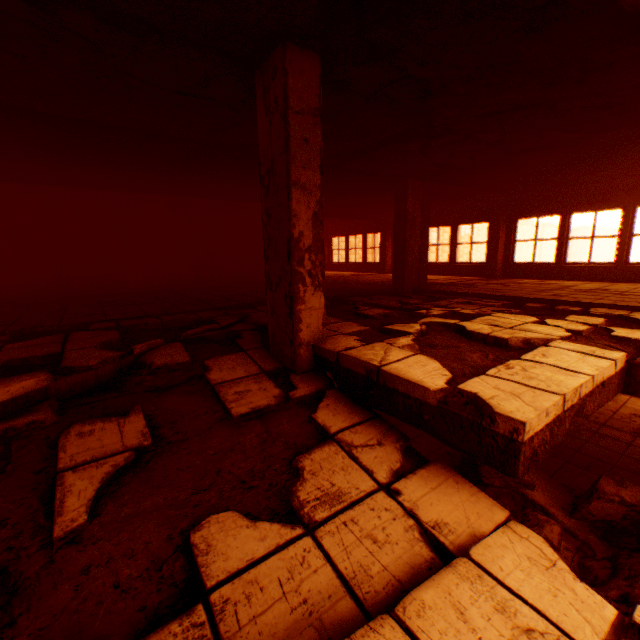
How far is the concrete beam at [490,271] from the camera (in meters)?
8.29

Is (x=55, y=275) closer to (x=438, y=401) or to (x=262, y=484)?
(x=262, y=484)

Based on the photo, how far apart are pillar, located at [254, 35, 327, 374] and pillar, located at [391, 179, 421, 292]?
5.0m

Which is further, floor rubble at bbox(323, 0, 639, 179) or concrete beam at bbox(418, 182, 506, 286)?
concrete beam at bbox(418, 182, 506, 286)

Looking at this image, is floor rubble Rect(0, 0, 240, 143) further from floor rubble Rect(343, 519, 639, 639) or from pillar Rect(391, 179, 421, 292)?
floor rubble Rect(343, 519, 639, 639)

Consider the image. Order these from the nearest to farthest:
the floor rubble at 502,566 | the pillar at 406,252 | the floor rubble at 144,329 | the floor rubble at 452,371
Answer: the floor rubble at 502,566
the floor rubble at 452,371
the floor rubble at 144,329
the pillar at 406,252

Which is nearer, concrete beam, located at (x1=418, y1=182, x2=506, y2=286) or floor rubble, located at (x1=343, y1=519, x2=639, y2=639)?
floor rubble, located at (x1=343, y1=519, x2=639, y2=639)

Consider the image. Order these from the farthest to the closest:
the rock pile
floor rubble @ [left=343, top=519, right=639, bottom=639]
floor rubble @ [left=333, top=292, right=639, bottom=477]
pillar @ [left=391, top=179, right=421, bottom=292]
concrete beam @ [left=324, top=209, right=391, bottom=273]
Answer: concrete beam @ [left=324, top=209, right=391, bottom=273] < pillar @ [left=391, top=179, right=421, bottom=292] < the rock pile < floor rubble @ [left=333, top=292, right=639, bottom=477] < floor rubble @ [left=343, top=519, right=639, bottom=639]
